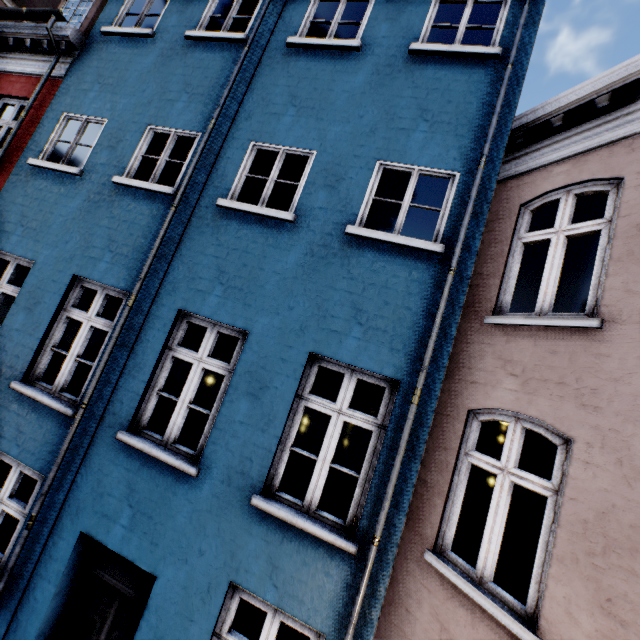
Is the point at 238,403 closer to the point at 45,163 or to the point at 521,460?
the point at 45,163
